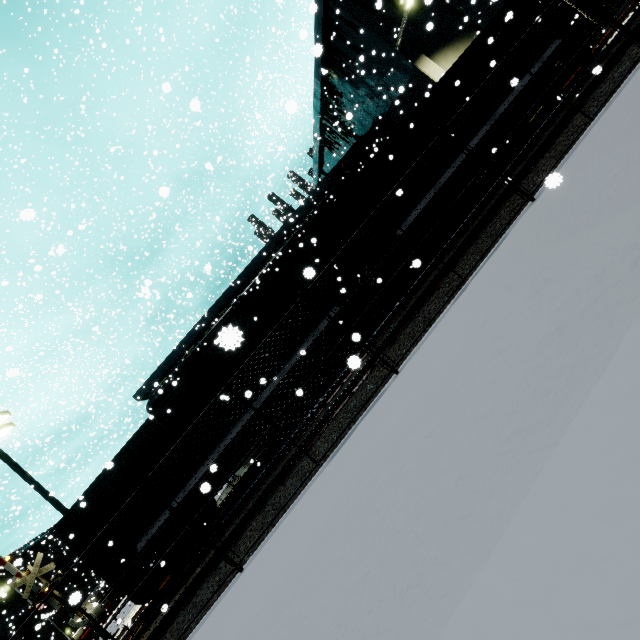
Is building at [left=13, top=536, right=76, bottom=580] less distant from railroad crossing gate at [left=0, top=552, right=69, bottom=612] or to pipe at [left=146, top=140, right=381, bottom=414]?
pipe at [left=146, top=140, right=381, bottom=414]

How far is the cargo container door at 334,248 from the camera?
11.6 meters

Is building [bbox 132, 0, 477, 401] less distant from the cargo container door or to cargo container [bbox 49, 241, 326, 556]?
cargo container [bbox 49, 241, 326, 556]

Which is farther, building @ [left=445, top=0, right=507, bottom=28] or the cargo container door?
building @ [left=445, top=0, right=507, bottom=28]

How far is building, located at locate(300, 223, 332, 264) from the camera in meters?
21.1 m

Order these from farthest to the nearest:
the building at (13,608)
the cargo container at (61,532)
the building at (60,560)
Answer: the building at (60,560)
the building at (13,608)
the cargo container at (61,532)

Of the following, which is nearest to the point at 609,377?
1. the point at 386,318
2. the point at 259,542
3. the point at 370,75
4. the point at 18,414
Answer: the point at 259,542
